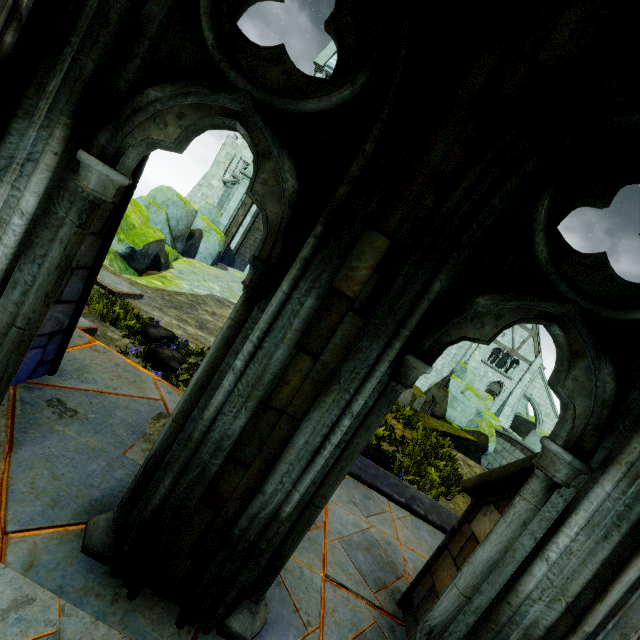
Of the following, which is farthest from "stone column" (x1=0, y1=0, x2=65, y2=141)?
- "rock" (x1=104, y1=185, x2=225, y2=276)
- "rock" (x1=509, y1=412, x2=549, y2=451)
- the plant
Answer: "rock" (x1=509, y1=412, x2=549, y2=451)

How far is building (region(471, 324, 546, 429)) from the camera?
28.9 meters

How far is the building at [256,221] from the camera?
23.8 meters

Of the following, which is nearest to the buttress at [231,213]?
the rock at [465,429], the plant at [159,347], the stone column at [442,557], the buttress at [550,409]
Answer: the rock at [465,429]

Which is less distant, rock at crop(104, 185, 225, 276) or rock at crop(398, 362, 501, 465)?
rock at crop(104, 185, 225, 276)

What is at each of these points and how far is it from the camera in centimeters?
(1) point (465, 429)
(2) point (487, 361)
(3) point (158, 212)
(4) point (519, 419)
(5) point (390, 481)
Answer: (1) rock, 2302cm
(2) building, 3644cm
(3) rock, 1449cm
(4) rock, 3325cm
(5) wall trim, 533cm

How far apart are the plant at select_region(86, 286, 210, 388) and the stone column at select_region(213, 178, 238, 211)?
20.6 meters

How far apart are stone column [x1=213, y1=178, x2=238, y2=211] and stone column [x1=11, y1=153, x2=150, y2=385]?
23.2 meters
